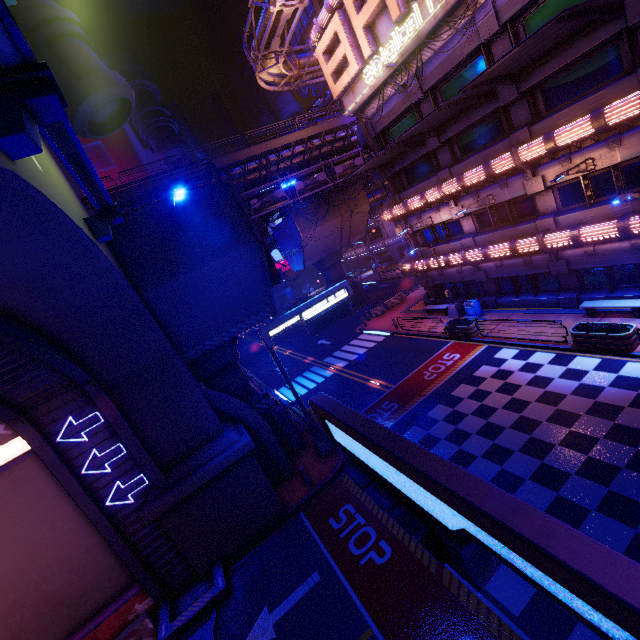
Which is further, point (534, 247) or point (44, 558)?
point (534, 247)

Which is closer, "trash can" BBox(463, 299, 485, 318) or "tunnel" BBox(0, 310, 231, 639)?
"tunnel" BBox(0, 310, 231, 639)

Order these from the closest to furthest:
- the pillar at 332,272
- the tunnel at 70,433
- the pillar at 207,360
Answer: the tunnel at 70,433
the pillar at 207,360
the pillar at 332,272

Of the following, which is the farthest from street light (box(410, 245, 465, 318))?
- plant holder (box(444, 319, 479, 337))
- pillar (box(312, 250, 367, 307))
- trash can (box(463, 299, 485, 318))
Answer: pillar (box(312, 250, 367, 307))

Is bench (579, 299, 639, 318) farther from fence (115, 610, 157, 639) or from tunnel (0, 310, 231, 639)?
fence (115, 610, 157, 639)

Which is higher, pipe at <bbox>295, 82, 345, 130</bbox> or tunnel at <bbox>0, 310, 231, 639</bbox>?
pipe at <bbox>295, 82, 345, 130</bbox>

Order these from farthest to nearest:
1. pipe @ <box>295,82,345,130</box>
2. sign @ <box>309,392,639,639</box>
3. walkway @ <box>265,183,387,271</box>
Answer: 1. pipe @ <box>295,82,345,130</box>
2. walkway @ <box>265,183,387,271</box>
3. sign @ <box>309,392,639,639</box>

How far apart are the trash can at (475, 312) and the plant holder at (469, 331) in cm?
116
